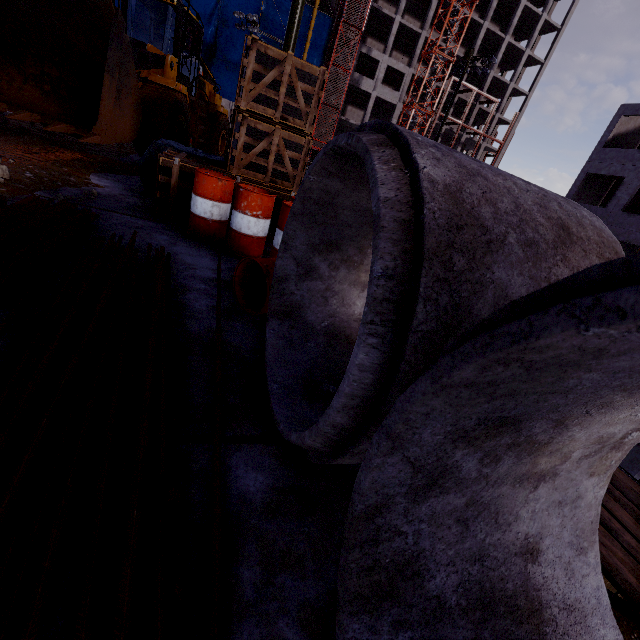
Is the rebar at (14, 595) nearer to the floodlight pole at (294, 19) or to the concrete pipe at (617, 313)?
the concrete pipe at (617, 313)

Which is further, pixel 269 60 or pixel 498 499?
pixel 269 60

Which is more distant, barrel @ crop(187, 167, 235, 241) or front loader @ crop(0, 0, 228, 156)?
front loader @ crop(0, 0, 228, 156)

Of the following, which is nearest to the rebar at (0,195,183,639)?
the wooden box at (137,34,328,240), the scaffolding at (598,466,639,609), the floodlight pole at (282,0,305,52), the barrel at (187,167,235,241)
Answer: the barrel at (187,167,235,241)

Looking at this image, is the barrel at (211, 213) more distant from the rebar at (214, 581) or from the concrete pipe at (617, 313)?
the concrete pipe at (617, 313)

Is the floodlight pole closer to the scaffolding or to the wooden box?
the wooden box

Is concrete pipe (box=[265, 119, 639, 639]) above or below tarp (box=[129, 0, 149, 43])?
below

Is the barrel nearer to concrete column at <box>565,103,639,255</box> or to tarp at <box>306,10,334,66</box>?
concrete column at <box>565,103,639,255</box>
